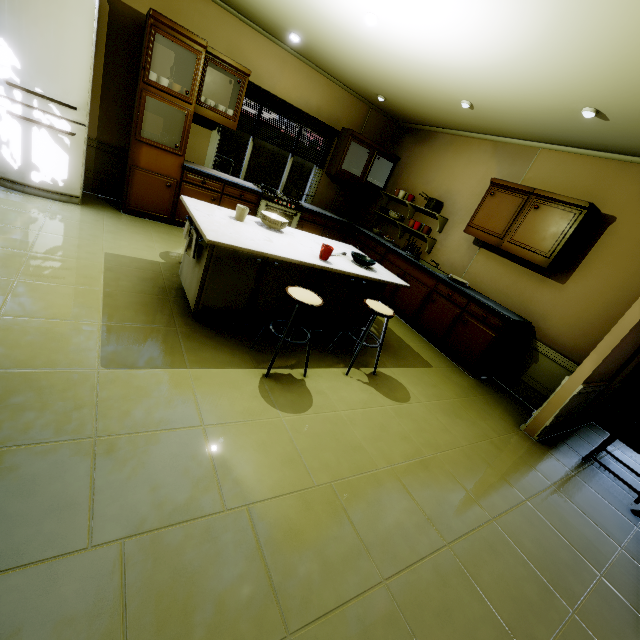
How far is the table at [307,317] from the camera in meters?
3.1 m

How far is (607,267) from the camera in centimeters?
346cm

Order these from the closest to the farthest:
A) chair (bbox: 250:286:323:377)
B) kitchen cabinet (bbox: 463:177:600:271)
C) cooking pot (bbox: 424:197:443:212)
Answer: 1. chair (bbox: 250:286:323:377)
2. kitchen cabinet (bbox: 463:177:600:271)
3. cooking pot (bbox: 424:197:443:212)

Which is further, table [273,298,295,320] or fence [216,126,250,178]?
fence [216,126,250,178]

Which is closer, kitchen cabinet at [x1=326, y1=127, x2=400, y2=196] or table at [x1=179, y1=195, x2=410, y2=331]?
table at [x1=179, y1=195, x2=410, y2=331]

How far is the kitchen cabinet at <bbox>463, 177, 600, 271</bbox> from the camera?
3.5 meters

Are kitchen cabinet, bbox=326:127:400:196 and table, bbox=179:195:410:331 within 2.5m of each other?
yes

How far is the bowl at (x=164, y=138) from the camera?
4.01m
